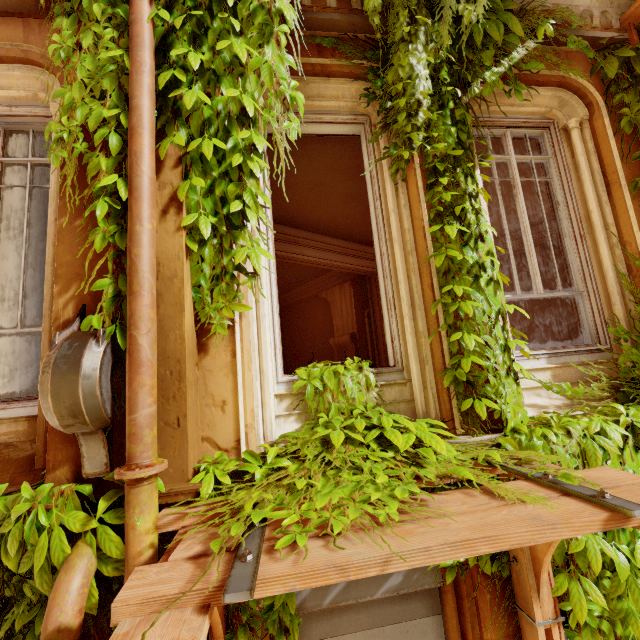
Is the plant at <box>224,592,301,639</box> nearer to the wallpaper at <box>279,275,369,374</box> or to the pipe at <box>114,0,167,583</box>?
the pipe at <box>114,0,167,583</box>

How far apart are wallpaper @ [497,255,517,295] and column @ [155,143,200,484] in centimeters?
848cm

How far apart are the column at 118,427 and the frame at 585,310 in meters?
2.8 m

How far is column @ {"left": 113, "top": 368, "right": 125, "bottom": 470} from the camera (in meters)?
1.97

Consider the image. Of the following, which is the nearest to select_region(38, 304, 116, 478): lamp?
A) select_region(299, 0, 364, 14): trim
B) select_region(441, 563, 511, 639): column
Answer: select_region(441, 563, 511, 639): column

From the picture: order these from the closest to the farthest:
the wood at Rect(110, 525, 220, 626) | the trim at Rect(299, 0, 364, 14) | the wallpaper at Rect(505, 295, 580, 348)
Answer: the wood at Rect(110, 525, 220, 626) → the trim at Rect(299, 0, 364, 14) → the wallpaper at Rect(505, 295, 580, 348)

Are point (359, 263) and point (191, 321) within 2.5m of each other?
no

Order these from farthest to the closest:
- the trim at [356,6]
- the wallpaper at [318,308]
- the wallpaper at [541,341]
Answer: the wallpaper at [318,308] < the wallpaper at [541,341] < the trim at [356,6]
